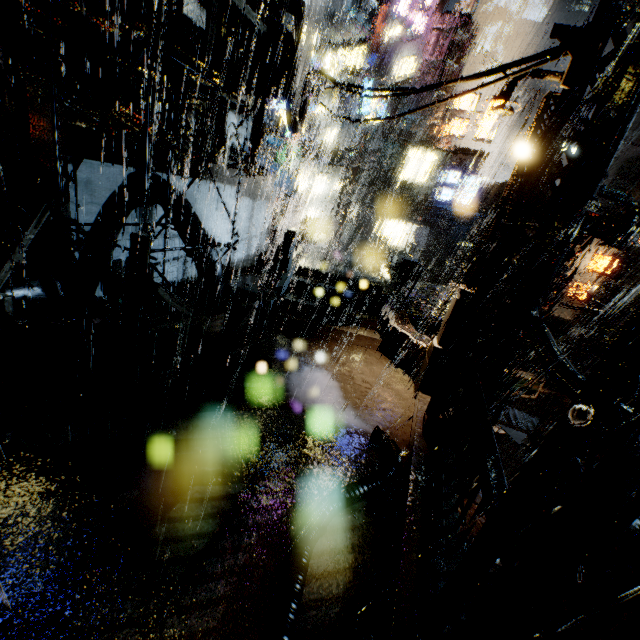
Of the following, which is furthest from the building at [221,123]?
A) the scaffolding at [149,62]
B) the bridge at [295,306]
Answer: the scaffolding at [149,62]

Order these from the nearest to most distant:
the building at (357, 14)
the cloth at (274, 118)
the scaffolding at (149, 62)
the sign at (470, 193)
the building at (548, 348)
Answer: the building at (548, 348) < the scaffolding at (149, 62) < the cloth at (274, 118) < the building at (357, 14) < the sign at (470, 193)

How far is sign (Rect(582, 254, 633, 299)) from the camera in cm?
2535

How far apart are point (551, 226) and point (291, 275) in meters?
9.4 m

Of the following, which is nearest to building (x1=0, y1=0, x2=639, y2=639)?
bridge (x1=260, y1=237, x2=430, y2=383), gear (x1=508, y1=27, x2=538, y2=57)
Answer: bridge (x1=260, y1=237, x2=430, y2=383)

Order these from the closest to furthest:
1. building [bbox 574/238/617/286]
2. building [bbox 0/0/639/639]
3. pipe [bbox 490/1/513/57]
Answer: building [bbox 0/0/639/639], building [bbox 574/238/617/286], pipe [bbox 490/1/513/57]

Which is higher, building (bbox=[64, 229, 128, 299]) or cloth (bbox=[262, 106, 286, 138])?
cloth (bbox=[262, 106, 286, 138])

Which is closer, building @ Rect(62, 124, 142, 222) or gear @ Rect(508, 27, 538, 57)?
building @ Rect(62, 124, 142, 222)
